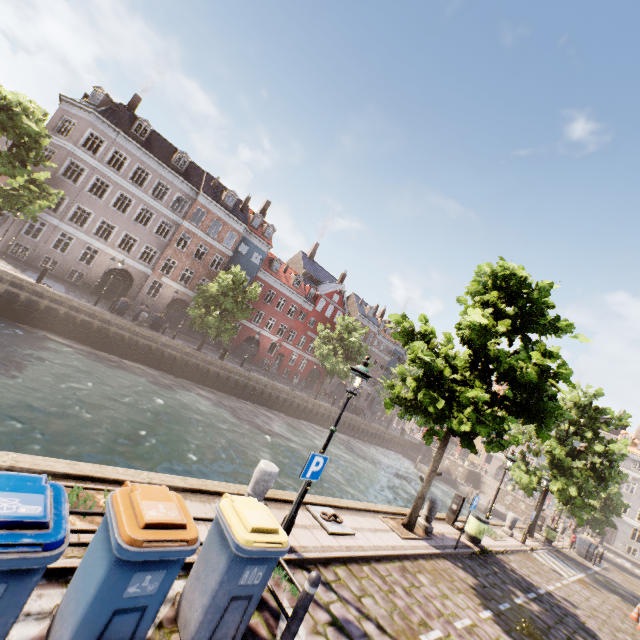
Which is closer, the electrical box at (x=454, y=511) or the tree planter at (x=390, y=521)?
the tree planter at (x=390, y=521)

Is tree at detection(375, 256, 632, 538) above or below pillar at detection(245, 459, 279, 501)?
above

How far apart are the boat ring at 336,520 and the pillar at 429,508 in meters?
4.4 m

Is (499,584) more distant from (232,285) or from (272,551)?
(232,285)

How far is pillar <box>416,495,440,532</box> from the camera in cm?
1118

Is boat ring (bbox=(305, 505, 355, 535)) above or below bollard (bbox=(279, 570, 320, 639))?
below

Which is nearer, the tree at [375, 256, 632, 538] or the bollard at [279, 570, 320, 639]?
the bollard at [279, 570, 320, 639]

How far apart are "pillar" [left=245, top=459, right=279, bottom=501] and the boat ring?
1.9m
